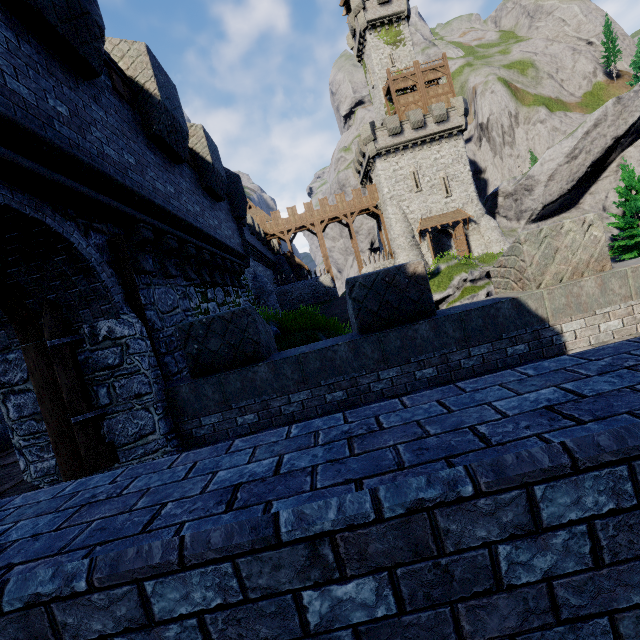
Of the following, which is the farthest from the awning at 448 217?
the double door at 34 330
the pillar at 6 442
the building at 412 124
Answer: the double door at 34 330

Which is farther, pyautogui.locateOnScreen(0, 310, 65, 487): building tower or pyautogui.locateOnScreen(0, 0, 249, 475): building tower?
pyautogui.locateOnScreen(0, 310, 65, 487): building tower

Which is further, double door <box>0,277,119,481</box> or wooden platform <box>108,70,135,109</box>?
wooden platform <box>108,70,135,109</box>

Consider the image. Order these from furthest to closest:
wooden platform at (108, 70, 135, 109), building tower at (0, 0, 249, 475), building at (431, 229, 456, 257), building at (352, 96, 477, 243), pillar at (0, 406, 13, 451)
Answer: building at (431, 229, 456, 257), building at (352, 96, 477, 243), pillar at (0, 406, 13, 451), wooden platform at (108, 70, 135, 109), building tower at (0, 0, 249, 475)

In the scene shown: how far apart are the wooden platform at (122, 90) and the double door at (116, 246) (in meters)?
2.73

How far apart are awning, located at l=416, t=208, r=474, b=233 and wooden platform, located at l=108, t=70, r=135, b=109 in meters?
32.5 m

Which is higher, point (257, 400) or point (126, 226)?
point (126, 226)

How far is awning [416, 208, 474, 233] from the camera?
35.03m
